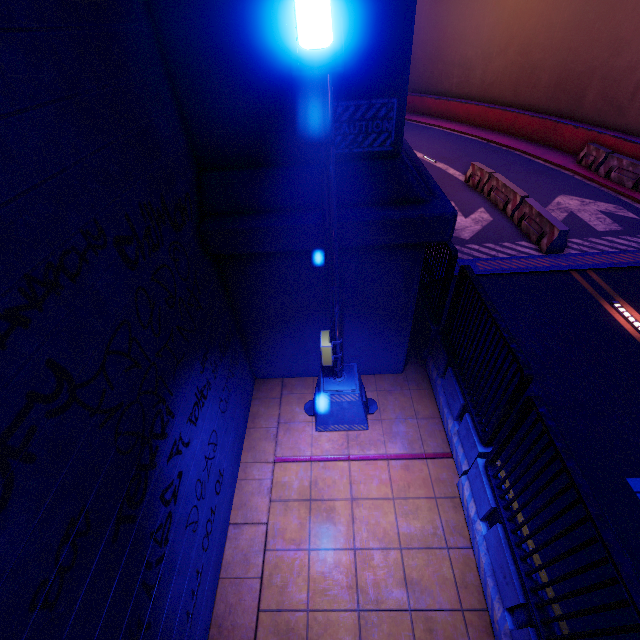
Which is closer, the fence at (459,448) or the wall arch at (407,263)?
the fence at (459,448)

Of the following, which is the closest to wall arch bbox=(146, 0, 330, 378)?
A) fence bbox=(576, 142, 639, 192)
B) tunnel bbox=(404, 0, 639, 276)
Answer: tunnel bbox=(404, 0, 639, 276)

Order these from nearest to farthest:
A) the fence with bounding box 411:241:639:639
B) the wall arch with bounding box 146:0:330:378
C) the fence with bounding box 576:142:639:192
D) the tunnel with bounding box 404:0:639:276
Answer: the fence with bounding box 411:241:639:639
the wall arch with bounding box 146:0:330:378
the tunnel with bounding box 404:0:639:276
the fence with bounding box 576:142:639:192

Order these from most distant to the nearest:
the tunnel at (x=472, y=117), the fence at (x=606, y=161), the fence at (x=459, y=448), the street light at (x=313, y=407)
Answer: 1. the fence at (x=606, y=161)
2. the tunnel at (x=472, y=117)
3. the fence at (x=459, y=448)
4. the street light at (x=313, y=407)

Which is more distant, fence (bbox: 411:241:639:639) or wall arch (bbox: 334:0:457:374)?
wall arch (bbox: 334:0:457:374)

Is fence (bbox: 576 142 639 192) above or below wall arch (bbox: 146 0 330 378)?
below

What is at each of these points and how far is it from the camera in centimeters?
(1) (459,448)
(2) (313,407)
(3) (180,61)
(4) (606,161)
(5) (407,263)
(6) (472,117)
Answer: (1) fence, 561cm
(2) street light, 662cm
(3) wall arch, 387cm
(4) fence, 1445cm
(5) wall arch, 529cm
(6) tunnel, 2241cm
